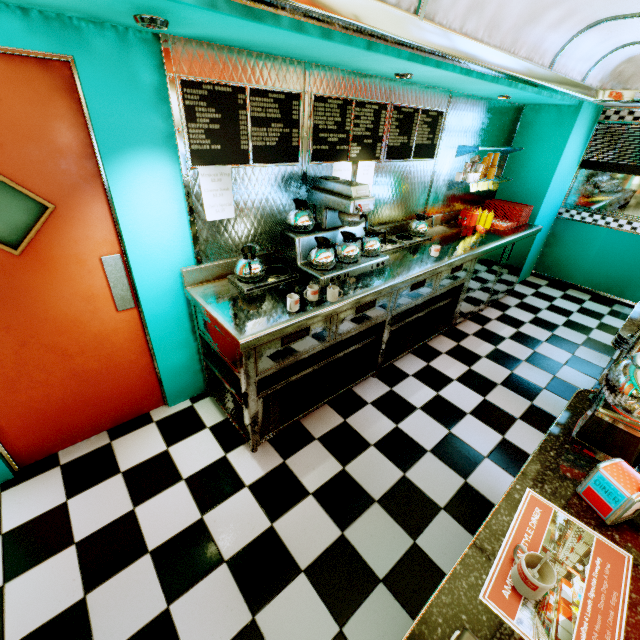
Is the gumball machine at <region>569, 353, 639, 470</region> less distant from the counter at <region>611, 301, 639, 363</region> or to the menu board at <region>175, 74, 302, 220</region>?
the counter at <region>611, 301, 639, 363</region>

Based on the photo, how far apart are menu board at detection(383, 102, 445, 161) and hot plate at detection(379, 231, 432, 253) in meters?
0.4

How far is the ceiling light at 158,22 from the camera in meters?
1.3

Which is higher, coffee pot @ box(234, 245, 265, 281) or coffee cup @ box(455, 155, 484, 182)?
coffee cup @ box(455, 155, 484, 182)

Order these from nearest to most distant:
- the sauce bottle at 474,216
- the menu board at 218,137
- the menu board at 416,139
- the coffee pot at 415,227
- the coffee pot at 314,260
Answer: the menu board at 218,137 → the coffee pot at 314,260 → the menu board at 416,139 → the coffee pot at 415,227 → the sauce bottle at 474,216

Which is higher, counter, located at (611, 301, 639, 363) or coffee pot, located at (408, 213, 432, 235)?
coffee pot, located at (408, 213, 432, 235)

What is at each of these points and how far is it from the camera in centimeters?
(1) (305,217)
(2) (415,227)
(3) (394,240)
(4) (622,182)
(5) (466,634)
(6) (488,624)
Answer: (1) coffee pot, 258cm
(2) coffee pot, 368cm
(3) hot plate, 354cm
(4) window, 484cm
(5) cash register, 80cm
(6) counter, 88cm

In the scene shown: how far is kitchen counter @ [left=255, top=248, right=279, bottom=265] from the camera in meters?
2.8
